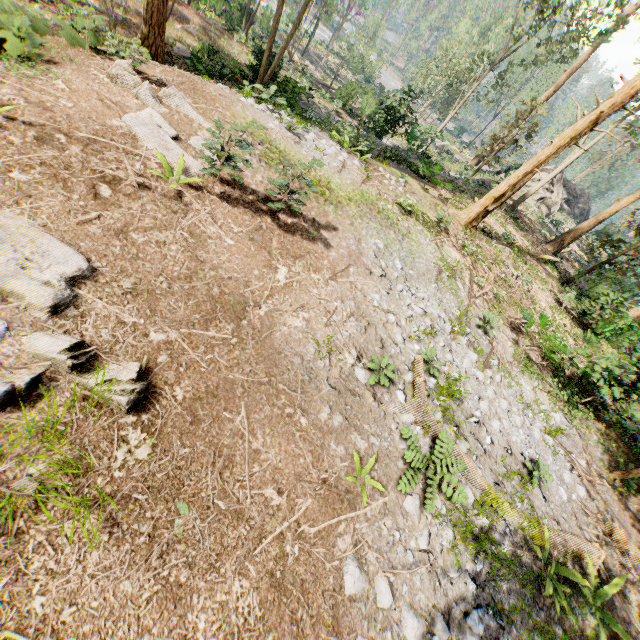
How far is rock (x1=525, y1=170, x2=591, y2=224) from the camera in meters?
31.4

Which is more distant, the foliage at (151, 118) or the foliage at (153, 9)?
the foliage at (153, 9)

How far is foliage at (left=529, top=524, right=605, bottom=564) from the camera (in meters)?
7.09

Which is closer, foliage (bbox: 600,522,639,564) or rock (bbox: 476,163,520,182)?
foliage (bbox: 600,522,639,564)

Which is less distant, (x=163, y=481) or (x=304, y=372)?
(x=163, y=481)

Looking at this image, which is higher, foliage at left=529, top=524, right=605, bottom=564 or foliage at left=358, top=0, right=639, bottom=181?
foliage at left=358, top=0, right=639, bottom=181

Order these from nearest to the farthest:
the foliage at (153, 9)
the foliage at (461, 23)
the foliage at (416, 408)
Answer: the foliage at (416, 408) < the foliage at (153, 9) < the foliage at (461, 23)
